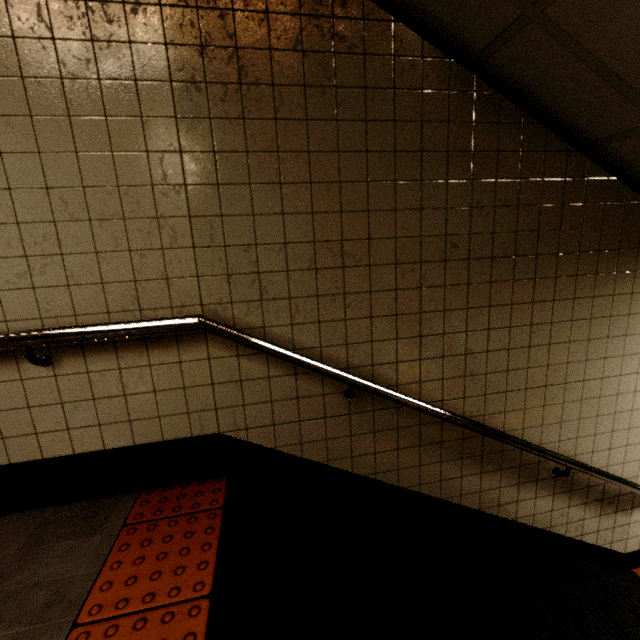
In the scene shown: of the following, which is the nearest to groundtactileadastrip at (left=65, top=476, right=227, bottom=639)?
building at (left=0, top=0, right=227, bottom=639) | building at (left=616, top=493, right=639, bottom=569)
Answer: building at (left=0, top=0, right=227, bottom=639)

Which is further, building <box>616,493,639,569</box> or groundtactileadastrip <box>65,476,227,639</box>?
building <box>616,493,639,569</box>

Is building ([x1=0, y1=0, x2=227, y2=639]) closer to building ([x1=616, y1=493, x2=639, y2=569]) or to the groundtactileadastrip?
the groundtactileadastrip

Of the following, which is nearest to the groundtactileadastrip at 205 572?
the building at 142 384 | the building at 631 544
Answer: the building at 142 384

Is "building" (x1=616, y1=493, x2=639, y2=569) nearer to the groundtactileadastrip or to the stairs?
the stairs

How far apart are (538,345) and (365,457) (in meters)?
1.32

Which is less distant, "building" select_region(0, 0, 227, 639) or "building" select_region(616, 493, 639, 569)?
"building" select_region(0, 0, 227, 639)

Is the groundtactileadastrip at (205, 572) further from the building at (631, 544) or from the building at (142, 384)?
the building at (631, 544)
